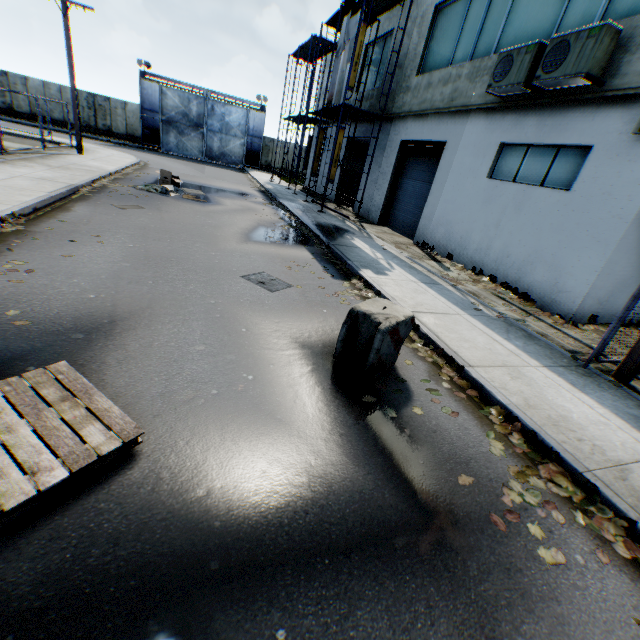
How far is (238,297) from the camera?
5.82m

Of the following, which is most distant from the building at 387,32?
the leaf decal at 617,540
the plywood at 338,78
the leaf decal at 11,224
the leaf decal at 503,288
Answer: the leaf decal at 11,224

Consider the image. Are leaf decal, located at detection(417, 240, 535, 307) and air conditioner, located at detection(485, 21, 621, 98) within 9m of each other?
yes

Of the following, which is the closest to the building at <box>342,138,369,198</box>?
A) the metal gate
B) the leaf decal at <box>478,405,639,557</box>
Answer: the leaf decal at <box>478,405,639,557</box>

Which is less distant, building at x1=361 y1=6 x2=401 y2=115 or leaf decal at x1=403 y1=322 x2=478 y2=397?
leaf decal at x1=403 y1=322 x2=478 y2=397

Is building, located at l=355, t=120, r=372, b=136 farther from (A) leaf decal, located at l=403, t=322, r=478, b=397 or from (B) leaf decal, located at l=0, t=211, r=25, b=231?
(B) leaf decal, located at l=0, t=211, r=25, b=231

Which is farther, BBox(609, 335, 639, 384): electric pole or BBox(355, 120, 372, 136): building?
BBox(355, 120, 372, 136): building

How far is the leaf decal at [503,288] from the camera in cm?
894
